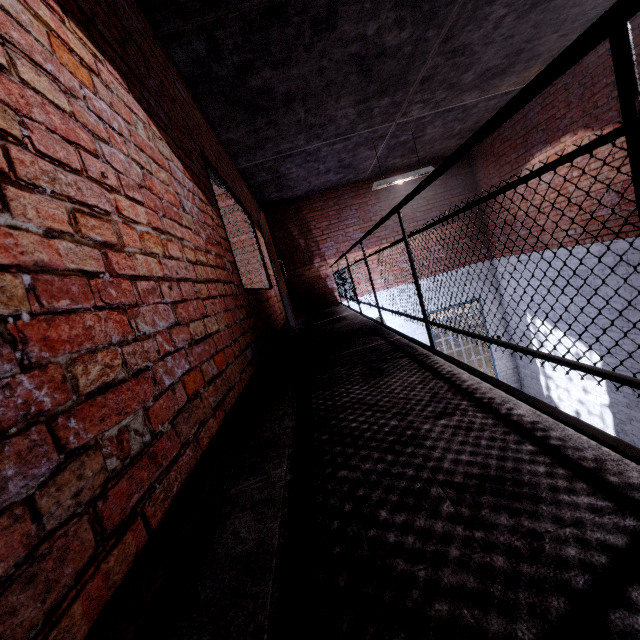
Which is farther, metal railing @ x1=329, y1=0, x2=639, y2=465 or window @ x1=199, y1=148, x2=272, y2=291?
window @ x1=199, y1=148, x2=272, y2=291

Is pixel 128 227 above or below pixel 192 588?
above

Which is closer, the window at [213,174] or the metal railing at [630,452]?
the metal railing at [630,452]

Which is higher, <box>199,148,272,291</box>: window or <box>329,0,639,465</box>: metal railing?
<box>199,148,272,291</box>: window

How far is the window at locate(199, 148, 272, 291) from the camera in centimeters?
310cm

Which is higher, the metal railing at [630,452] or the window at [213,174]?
the window at [213,174]
